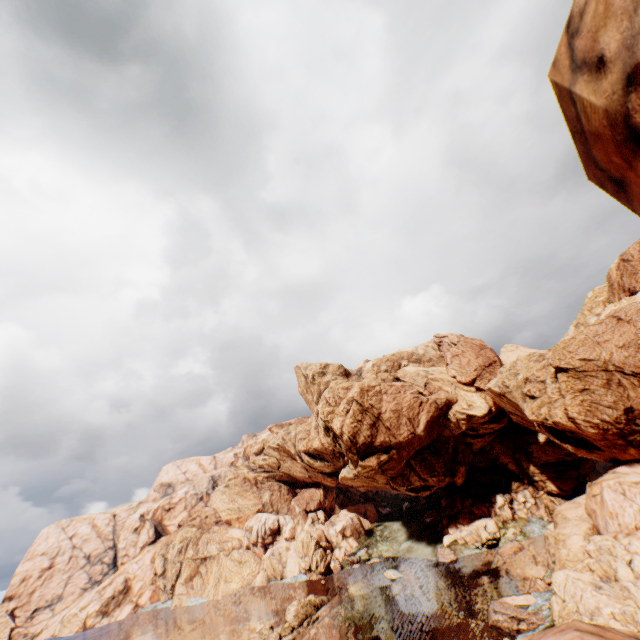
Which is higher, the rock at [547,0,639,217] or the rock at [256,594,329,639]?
the rock at [547,0,639,217]

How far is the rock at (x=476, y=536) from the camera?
57.69m

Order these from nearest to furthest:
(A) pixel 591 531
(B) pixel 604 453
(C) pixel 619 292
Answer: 1. (A) pixel 591 531
2. (B) pixel 604 453
3. (C) pixel 619 292

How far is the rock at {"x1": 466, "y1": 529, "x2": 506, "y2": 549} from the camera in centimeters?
5769cm

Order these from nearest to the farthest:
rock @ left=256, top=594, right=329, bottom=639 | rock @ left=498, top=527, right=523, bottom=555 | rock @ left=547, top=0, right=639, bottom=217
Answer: rock @ left=547, top=0, right=639, bottom=217 → rock @ left=256, top=594, right=329, bottom=639 → rock @ left=498, top=527, right=523, bottom=555

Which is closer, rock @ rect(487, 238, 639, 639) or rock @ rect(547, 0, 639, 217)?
rock @ rect(547, 0, 639, 217)
